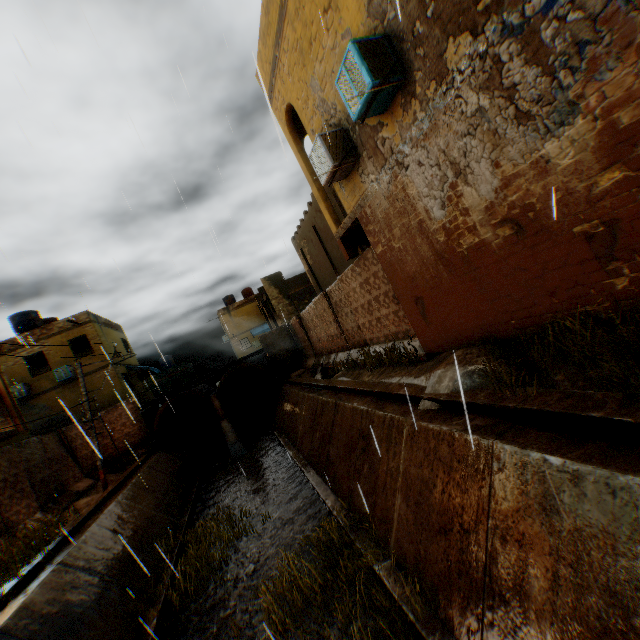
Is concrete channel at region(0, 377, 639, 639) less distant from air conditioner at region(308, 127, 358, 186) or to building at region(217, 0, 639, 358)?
building at region(217, 0, 639, 358)

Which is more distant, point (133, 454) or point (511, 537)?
point (133, 454)

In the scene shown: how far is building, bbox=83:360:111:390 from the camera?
20.80m

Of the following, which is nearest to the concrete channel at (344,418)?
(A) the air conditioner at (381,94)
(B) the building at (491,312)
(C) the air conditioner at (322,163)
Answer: (B) the building at (491,312)

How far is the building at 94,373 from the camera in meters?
20.8

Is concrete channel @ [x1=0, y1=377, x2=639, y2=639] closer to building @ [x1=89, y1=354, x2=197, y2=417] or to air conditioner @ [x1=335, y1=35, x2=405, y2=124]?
building @ [x1=89, y1=354, x2=197, y2=417]

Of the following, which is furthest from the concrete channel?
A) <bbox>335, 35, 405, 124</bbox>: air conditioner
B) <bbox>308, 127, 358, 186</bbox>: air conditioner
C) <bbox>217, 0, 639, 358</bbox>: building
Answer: <bbox>308, 127, 358, 186</bbox>: air conditioner

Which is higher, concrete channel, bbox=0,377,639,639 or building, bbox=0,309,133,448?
building, bbox=0,309,133,448
